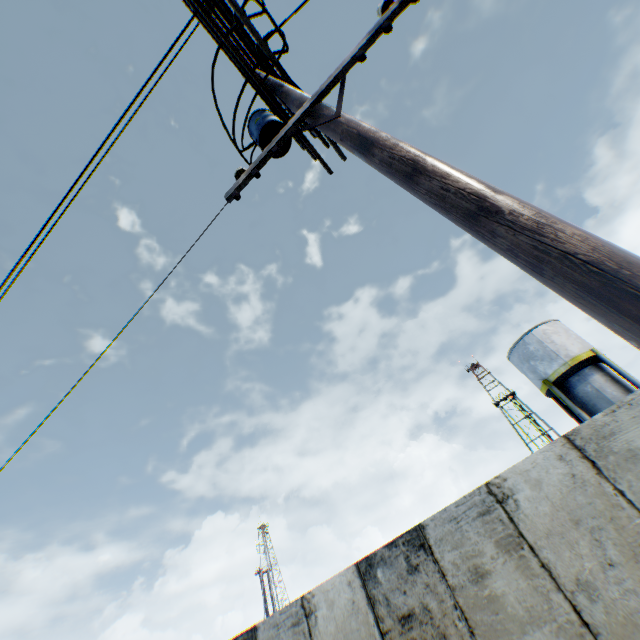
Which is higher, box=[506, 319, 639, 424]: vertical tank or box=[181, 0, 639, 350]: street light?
box=[506, 319, 639, 424]: vertical tank

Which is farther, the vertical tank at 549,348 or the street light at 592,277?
the vertical tank at 549,348

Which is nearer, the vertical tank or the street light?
the street light

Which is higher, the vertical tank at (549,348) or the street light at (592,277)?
the vertical tank at (549,348)

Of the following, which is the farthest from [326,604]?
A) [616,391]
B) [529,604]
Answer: [616,391]
